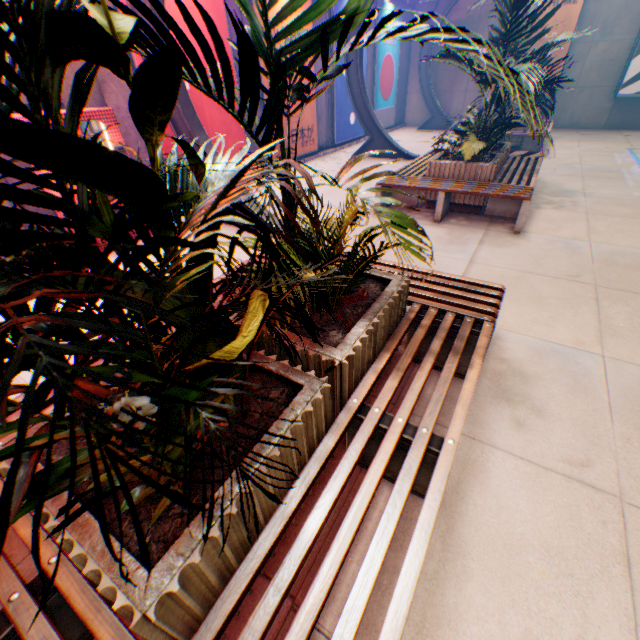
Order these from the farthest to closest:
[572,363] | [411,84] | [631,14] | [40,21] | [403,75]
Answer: [411,84] < [403,75] < [631,14] < [572,363] < [40,21]

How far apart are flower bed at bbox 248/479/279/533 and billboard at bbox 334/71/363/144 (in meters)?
12.17

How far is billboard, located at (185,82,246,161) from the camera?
7.13m

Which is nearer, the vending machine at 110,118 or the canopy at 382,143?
the vending machine at 110,118

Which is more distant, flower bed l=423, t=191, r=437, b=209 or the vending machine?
flower bed l=423, t=191, r=437, b=209

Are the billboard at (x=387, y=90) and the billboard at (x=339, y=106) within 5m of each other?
yes

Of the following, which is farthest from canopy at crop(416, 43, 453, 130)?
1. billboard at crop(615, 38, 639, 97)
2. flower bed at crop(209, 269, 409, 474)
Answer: flower bed at crop(209, 269, 409, 474)

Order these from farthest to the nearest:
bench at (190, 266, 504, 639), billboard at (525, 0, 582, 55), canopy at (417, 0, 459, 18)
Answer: canopy at (417, 0, 459, 18) → billboard at (525, 0, 582, 55) → bench at (190, 266, 504, 639)
